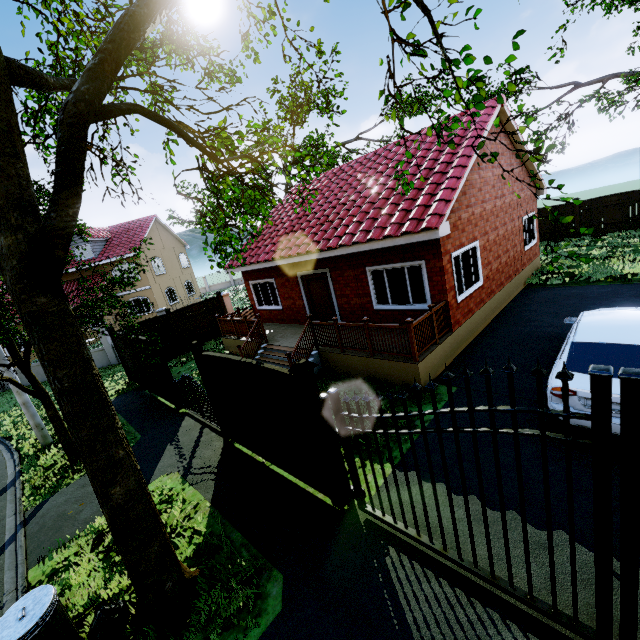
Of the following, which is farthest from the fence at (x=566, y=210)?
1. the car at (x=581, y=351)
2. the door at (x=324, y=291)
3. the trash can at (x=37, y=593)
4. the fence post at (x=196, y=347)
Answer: the door at (x=324, y=291)

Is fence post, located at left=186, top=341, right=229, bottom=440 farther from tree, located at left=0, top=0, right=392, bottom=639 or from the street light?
the street light

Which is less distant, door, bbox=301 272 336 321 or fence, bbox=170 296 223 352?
door, bbox=301 272 336 321

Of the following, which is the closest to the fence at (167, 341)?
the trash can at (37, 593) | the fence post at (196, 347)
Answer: the fence post at (196, 347)

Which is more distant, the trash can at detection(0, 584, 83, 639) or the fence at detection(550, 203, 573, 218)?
the fence at detection(550, 203, 573, 218)

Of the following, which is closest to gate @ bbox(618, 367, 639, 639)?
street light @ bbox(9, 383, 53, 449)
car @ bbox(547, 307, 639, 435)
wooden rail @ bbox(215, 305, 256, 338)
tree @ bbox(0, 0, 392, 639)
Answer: tree @ bbox(0, 0, 392, 639)

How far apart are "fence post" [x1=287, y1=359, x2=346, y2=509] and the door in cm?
702

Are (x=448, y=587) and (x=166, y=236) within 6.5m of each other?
no
